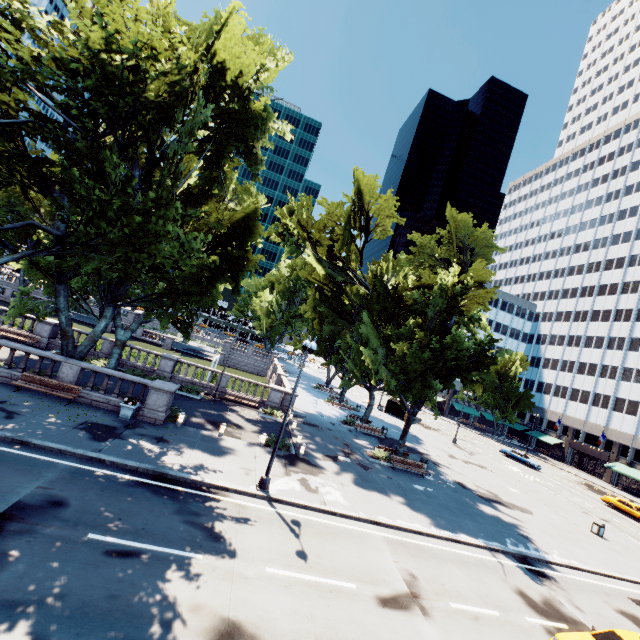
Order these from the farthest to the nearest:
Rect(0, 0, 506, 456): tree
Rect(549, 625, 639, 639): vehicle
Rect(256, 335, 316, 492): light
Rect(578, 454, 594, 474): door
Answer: Rect(578, 454, 594, 474): door < Rect(256, 335, 316, 492): light < Rect(0, 0, 506, 456): tree < Rect(549, 625, 639, 639): vehicle

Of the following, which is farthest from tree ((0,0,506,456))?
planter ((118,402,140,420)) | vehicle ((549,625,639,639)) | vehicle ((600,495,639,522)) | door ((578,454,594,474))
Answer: vehicle ((600,495,639,522))

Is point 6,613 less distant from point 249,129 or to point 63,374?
point 63,374

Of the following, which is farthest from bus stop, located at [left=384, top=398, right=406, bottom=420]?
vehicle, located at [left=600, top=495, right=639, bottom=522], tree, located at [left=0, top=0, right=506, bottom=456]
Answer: vehicle, located at [left=600, top=495, right=639, bottom=522]

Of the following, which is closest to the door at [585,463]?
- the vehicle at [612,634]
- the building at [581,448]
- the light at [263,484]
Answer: the building at [581,448]

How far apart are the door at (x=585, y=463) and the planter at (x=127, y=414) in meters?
73.3

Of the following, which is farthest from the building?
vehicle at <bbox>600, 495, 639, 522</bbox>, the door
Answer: vehicle at <bbox>600, 495, 639, 522</bbox>

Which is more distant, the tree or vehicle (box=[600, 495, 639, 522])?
vehicle (box=[600, 495, 639, 522])
